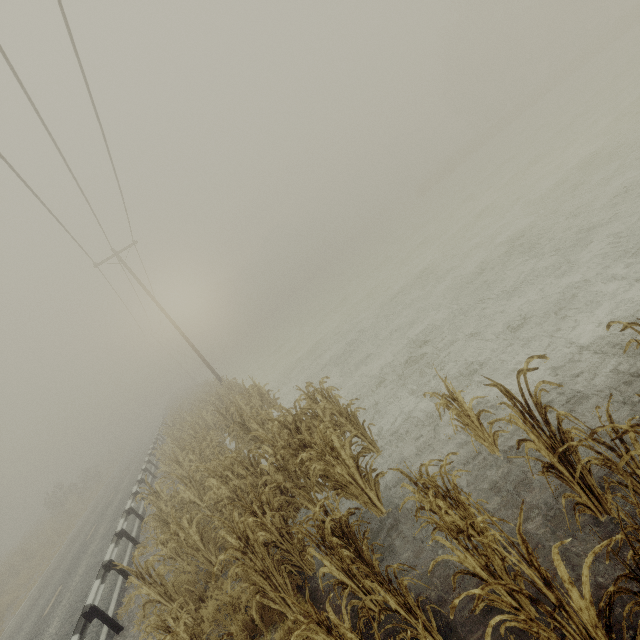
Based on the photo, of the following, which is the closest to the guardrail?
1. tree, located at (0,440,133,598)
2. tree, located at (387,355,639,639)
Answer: tree, located at (387,355,639,639)

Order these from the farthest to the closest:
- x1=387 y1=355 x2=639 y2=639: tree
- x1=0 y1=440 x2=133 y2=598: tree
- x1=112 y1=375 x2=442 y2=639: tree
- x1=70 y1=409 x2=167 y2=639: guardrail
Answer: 1. x1=0 y1=440 x2=133 y2=598: tree
2. x1=70 y1=409 x2=167 y2=639: guardrail
3. x1=112 y1=375 x2=442 y2=639: tree
4. x1=387 y1=355 x2=639 y2=639: tree

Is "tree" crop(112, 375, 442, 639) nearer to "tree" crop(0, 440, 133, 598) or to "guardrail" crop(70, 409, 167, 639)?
"guardrail" crop(70, 409, 167, 639)

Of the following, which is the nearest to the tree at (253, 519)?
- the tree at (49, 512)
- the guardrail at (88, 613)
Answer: the guardrail at (88, 613)

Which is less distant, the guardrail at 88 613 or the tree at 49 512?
the guardrail at 88 613

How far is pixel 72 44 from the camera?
6.9 meters

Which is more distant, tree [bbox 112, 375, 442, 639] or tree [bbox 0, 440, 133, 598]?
tree [bbox 0, 440, 133, 598]
